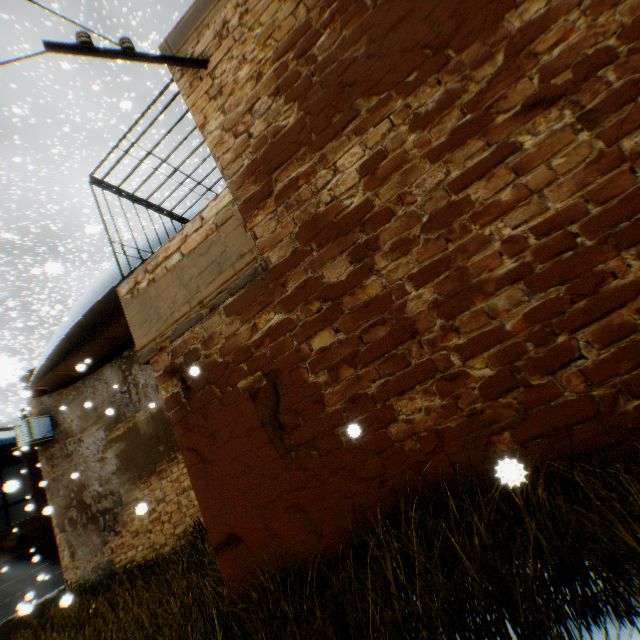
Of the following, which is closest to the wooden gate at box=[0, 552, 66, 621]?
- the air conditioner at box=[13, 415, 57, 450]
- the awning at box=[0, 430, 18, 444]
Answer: the air conditioner at box=[13, 415, 57, 450]

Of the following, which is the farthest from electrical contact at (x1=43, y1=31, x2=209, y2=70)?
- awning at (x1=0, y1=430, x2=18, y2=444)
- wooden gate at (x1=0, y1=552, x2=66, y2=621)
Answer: wooden gate at (x1=0, y1=552, x2=66, y2=621)

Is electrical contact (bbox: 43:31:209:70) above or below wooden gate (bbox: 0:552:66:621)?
above

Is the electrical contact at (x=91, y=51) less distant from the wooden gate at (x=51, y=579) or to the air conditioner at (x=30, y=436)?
the air conditioner at (x=30, y=436)

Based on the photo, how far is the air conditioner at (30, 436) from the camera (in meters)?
10.71

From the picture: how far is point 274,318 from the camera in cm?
373

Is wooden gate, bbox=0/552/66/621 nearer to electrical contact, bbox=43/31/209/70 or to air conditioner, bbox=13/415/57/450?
air conditioner, bbox=13/415/57/450

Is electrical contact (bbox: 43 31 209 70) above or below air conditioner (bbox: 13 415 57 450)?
above
